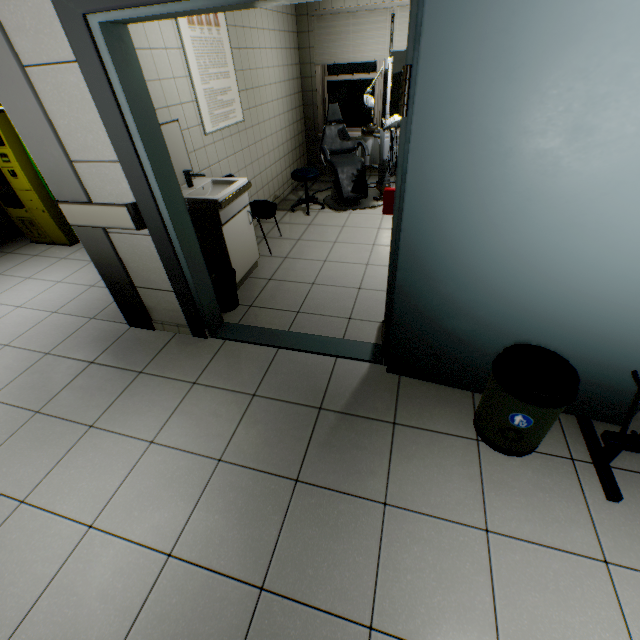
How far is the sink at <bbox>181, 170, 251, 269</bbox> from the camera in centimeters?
282cm

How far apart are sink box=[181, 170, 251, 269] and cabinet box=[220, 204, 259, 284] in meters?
0.0

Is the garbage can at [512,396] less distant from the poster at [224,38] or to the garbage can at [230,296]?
the garbage can at [230,296]

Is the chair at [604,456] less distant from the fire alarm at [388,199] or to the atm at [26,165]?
the fire alarm at [388,199]

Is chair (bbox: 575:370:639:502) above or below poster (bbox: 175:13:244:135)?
below

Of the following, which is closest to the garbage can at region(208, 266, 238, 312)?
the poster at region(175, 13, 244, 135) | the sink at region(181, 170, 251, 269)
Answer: the sink at region(181, 170, 251, 269)

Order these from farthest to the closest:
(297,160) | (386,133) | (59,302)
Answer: (297,160), (386,133), (59,302)

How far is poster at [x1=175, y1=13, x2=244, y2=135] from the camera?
3.04m
